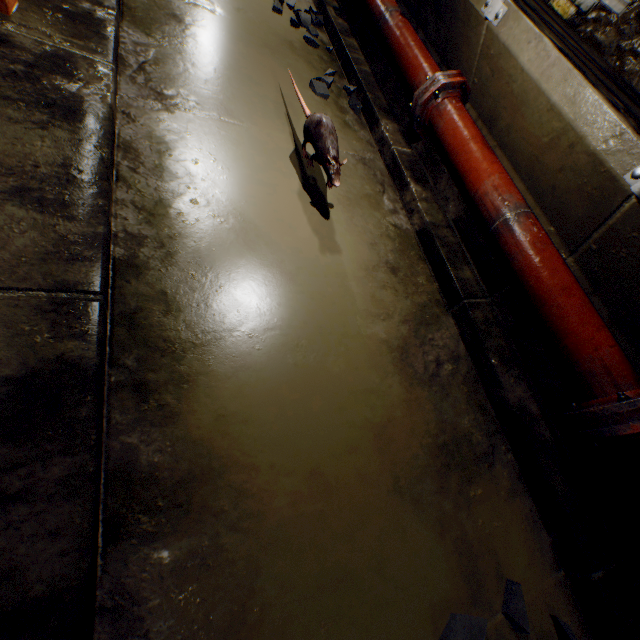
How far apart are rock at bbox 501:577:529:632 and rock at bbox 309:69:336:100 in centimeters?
300cm

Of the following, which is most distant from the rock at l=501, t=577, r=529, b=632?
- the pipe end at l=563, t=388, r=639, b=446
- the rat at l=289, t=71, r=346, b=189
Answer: the rat at l=289, t=71, r=346, b=189

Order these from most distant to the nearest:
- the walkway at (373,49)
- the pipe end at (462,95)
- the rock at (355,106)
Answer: the rock at (355,106)
the pipe end at (462,95)
the walkway at (373,49)

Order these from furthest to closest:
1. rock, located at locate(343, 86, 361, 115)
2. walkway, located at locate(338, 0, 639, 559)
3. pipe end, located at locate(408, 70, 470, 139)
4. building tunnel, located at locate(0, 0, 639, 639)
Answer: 1. rock, located at locate(343, 86, 361, 115)
2. pipe end, located at locate(408, 70, 470, 139)
3. walkway, located at locate(338, 0, 639, 559)
4. building tunnel, located at locate(0, 0, 639, 639)

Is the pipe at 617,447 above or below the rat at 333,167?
above

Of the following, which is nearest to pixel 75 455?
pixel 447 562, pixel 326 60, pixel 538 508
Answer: pixel 447 562

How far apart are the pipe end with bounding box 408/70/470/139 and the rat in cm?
68

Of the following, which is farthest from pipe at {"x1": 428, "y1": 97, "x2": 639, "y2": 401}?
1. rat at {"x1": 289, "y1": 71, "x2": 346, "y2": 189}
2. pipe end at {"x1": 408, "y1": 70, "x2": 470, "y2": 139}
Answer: rat at {"x1": 289, "y1": 71, "x2": 346, "y2": 189}
